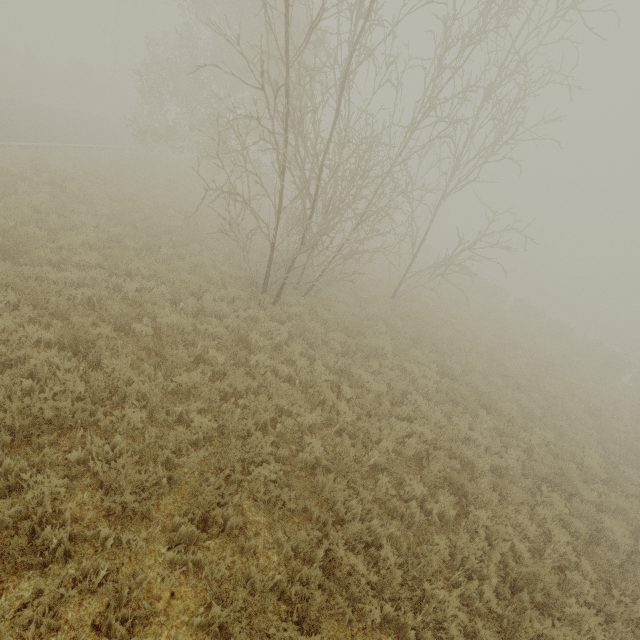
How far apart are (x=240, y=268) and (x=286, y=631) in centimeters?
1082cm
